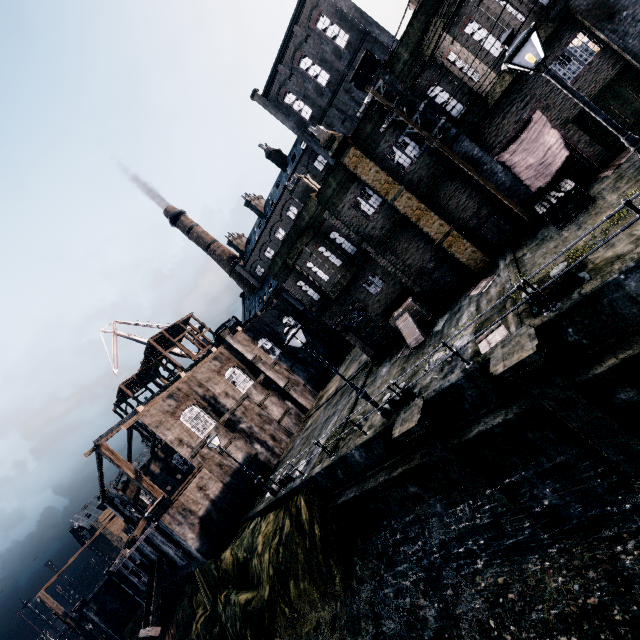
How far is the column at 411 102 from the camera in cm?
1495

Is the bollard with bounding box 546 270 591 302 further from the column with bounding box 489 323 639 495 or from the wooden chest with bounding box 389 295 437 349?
the wooden chest with bounding box 389 295 437 349

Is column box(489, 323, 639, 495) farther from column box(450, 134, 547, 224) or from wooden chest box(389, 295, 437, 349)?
column box(450, 134, 547, 224)

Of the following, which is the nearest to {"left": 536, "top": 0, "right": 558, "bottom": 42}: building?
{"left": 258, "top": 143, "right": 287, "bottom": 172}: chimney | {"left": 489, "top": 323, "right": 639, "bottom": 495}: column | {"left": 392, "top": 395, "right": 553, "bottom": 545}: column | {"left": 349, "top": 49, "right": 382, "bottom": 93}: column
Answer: {"left": 349, "top": 49, "right": 382, "bottom": 93}: column

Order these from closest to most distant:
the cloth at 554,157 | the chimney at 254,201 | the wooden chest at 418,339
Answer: the cloth at 554,157 < the wooden chest at 418,339 < the chimney at 254,201

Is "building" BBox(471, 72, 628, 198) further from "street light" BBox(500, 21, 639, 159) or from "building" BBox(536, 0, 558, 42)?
"street light" BBox(500, 21, 639, 159)

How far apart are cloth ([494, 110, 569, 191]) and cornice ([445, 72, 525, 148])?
1.3m

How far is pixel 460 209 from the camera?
16.7 meters
